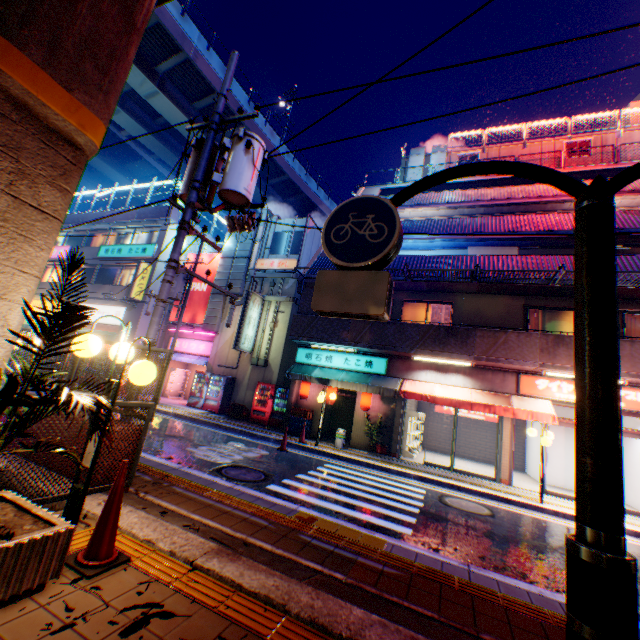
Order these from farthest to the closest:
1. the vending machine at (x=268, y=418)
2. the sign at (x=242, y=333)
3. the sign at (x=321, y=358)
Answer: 1. the sign at (x=242, y=333)
2. the vending machine at (x=268, y=418)
3. the sign at (x=321, y=358)

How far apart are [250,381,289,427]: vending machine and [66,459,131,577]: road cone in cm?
1305

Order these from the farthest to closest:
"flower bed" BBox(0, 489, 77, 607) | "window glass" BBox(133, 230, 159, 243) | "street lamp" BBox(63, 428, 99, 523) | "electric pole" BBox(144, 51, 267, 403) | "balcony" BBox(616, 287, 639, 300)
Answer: "window glass" BBox(133, 230, 159, 243), "balcony" BBox(616, 287, 639, 300), "electric pole" BBox(144, 51, 267, 403), "street lamp" BBox(63, 428, 99, 523), "flower bed" BBox(0, 489, 77, 607)

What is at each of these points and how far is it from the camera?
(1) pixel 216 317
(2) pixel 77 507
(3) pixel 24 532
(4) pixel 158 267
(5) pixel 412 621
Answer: (1) ventilation tube, 19.92m
(2) street lamp, 3.40m
(3) flower bed, 2.41m
(4) building, 21.33m
(5) concrete curb, 2.91m

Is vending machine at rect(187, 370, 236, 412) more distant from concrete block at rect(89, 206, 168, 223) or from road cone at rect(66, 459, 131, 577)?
road cone at rect(66, 459, 131, 577)

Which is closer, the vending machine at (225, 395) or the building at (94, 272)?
the vending machine at (225, 395)

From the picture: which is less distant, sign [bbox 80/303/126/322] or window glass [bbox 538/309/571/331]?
window glass [bbox 538/309/571/331]

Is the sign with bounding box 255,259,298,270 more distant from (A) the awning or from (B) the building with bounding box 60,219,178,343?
(B) the building with bounding box 60,219,178,343
